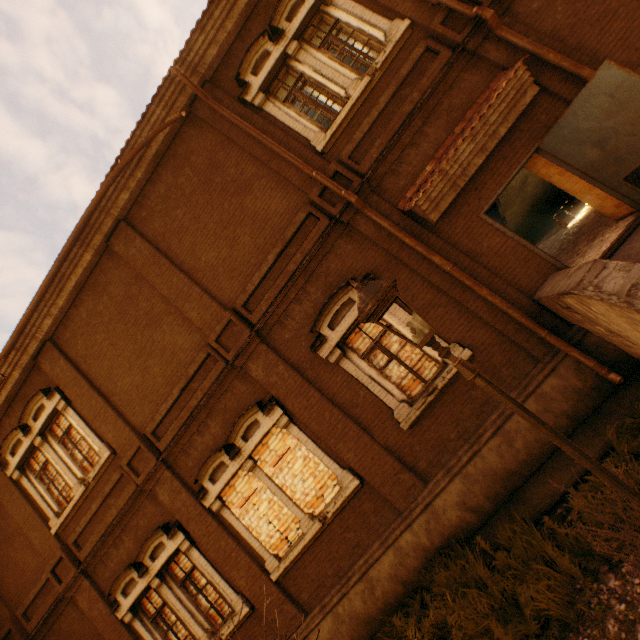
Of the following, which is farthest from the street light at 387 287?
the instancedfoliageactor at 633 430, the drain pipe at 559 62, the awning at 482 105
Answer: the drain pipe at 559 62

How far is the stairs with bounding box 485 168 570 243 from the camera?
10.79m

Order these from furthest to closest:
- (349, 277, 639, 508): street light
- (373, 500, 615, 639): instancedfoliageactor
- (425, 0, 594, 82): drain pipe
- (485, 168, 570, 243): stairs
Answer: (485, 168, 570, 243): stairs
(425, 0, 594, 82): drain pipe
(373, 500, 615, 639): instancedfoliageactor
(349, 277, 639, 508): street light

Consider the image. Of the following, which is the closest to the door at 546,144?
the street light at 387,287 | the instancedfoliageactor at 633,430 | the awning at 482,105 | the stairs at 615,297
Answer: the stairs at 615,297

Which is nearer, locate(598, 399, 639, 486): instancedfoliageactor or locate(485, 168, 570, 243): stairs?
locate(598, 399, 639, 486): instancedfoliageactor

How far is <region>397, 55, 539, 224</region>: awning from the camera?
5.8m

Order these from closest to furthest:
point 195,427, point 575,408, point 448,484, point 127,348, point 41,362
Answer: point 575,408
point 448,484
point 195,427
point 127,348
point 41,362

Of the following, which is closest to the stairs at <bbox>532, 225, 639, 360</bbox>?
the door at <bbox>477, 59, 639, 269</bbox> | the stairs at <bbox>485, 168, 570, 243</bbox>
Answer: the door at <bbox>477, 59, 639, 269</bbox>
